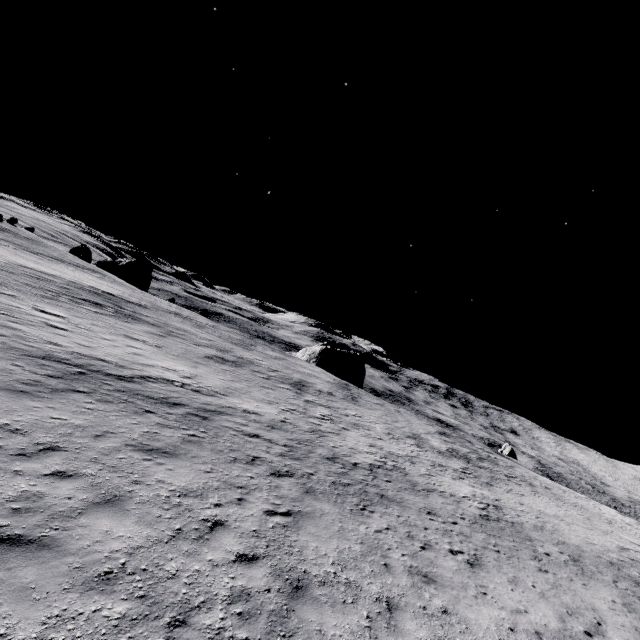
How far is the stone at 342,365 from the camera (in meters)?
57.38

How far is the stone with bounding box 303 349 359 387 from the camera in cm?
5738

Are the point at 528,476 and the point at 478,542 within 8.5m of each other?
no
